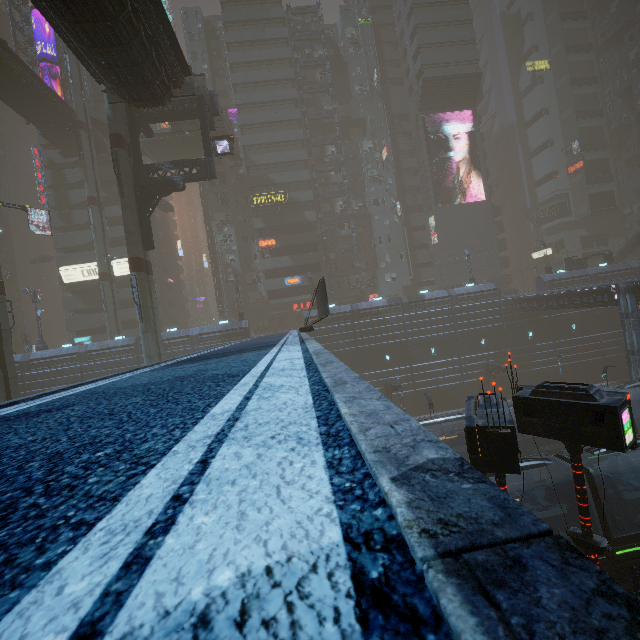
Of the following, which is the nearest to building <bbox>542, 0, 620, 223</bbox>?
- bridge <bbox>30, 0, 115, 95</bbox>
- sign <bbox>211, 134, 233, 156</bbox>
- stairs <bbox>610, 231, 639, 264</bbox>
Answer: bridge <bbox>30, 0, 115, 95</bbox>

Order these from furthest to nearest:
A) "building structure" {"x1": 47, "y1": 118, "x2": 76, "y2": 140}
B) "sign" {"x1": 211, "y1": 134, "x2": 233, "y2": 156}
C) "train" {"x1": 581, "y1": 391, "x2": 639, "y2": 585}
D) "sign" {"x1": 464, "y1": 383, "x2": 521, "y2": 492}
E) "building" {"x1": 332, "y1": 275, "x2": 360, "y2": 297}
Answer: "building" {"x1": 332, "y1": 275, "x2": 360, "y2": 297} < "building structure" {"x1": 47, "y1": 118, "x2": 76, "y2": 140} < "sign" {"x1": 211, "y1": 134, "x2": 233, "y2": 156} < "train" {"x1": 581, "y1": 391, "x2": 639, "y2": 585} < "sign" {"x1": 464, "y1": 383, "x2": 521, "y2": 492}

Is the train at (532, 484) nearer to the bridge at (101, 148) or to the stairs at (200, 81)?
the stairs at (200, 81)

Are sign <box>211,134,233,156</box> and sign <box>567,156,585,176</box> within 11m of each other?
no

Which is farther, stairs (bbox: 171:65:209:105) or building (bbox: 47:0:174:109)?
stairs (bbox: 171:65:209:105)

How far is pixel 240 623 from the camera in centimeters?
56cm

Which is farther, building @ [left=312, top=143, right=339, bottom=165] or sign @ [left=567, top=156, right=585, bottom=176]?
sign @ [left=567, top=156, right=585, bottom=176]

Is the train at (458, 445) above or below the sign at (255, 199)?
below
